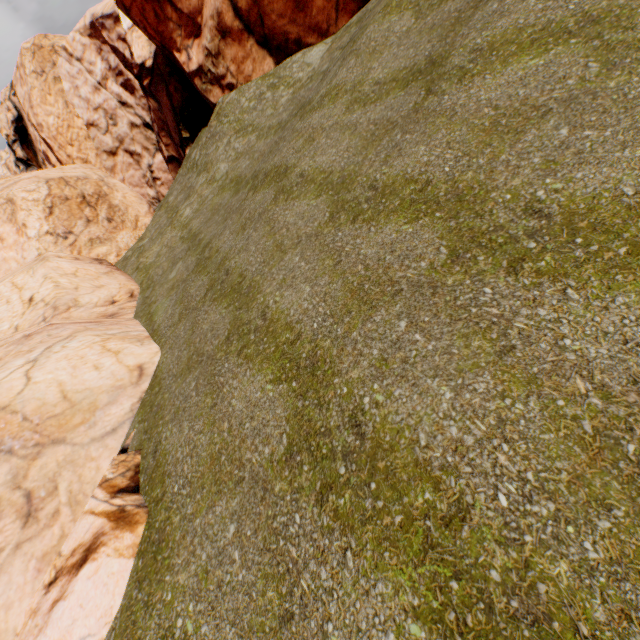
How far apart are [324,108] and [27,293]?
14.4 meters
